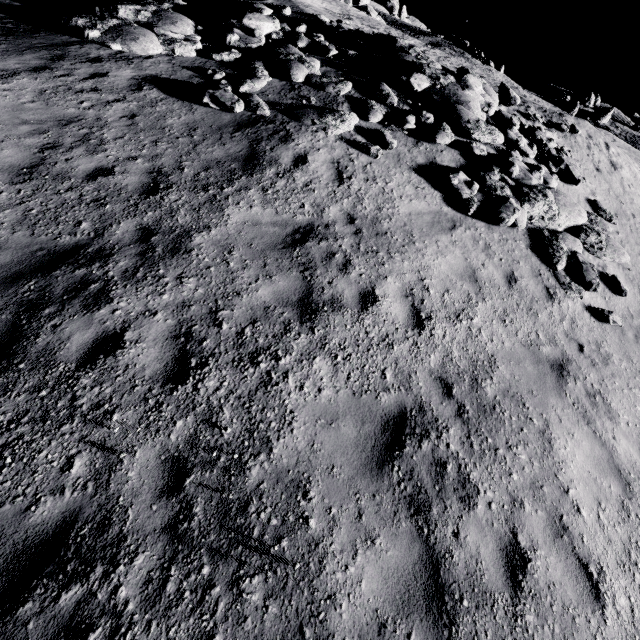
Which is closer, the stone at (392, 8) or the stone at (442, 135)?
the stone at (442, 135)

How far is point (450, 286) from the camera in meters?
6.8

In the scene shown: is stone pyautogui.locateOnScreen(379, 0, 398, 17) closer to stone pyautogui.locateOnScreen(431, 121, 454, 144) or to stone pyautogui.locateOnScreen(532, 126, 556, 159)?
stone pyautogui.locateOnScreen(532, 126, 556, 159)

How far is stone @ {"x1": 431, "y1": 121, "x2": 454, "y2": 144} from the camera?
9.7m

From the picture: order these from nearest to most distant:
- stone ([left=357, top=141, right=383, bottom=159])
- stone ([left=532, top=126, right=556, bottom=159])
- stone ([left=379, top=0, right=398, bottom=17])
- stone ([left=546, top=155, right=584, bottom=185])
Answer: stone ([left=357, top=141, right=383, bottom=159]) → stone ([left=546, top=155, right=584, bottom=185]) → stone ([left=532, top=126, right=556, bottom=159]) → stone ([left=379, top=0, right=398, bottom=17])

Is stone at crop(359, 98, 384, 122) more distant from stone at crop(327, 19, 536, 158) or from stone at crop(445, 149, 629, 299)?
stone at crop(445, 149, 629, 299)

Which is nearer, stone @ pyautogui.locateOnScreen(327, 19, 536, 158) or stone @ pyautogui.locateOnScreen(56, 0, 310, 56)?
stone @ pyautogui.locateOnScreen(56, 0, 310, 56)

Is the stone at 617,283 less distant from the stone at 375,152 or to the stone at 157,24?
the stone at 375,152
